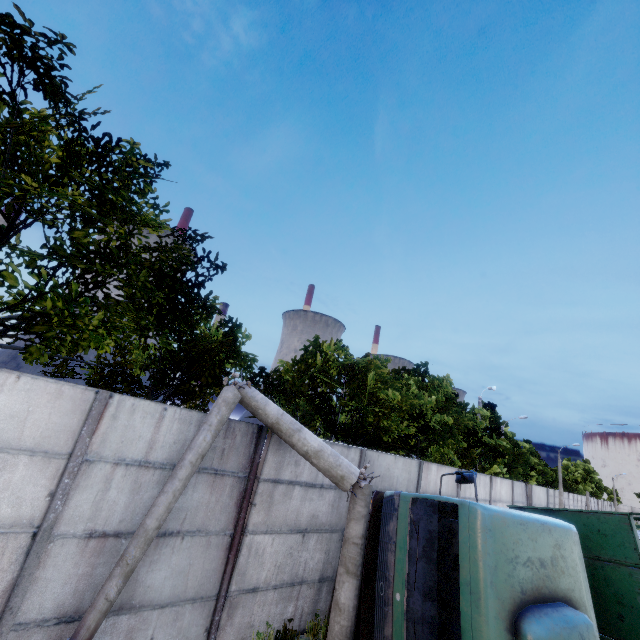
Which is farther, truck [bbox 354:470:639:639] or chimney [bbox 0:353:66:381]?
chimney [bbox 0:353:66:381]

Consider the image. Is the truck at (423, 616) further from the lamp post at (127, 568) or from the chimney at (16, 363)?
the chimney at (16, 363)

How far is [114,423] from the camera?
4.80m

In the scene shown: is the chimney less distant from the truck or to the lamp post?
the lamp post

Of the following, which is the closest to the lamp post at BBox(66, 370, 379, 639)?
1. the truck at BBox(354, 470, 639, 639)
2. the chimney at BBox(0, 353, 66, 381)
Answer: the truck at BBox(354, 470, 639, 639)

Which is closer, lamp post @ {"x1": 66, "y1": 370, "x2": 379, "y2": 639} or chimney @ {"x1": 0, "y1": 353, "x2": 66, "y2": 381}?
lamp post @ {"x1": 66, "y1": 370, "x2": 379, "y2": 639}
